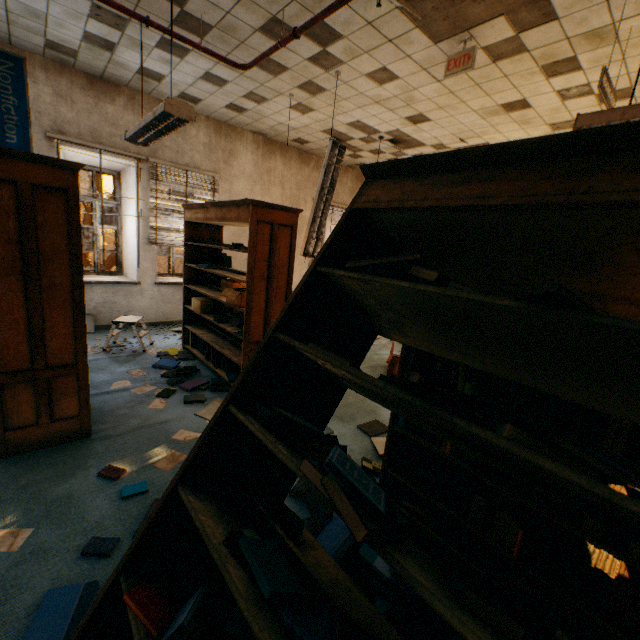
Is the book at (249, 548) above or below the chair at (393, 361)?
above

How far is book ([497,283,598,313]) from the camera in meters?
0.7 m

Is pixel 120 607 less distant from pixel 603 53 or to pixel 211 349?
pixel 211 349

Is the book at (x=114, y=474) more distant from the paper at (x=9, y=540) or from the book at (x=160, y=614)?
the book at (x=160, y=614)

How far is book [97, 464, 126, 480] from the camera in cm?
235

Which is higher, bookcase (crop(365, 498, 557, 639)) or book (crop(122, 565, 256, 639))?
bookcase (crop(365, 498, 557, 639))

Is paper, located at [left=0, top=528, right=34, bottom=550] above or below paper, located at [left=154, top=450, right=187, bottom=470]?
below

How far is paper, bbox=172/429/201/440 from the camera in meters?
2.9
